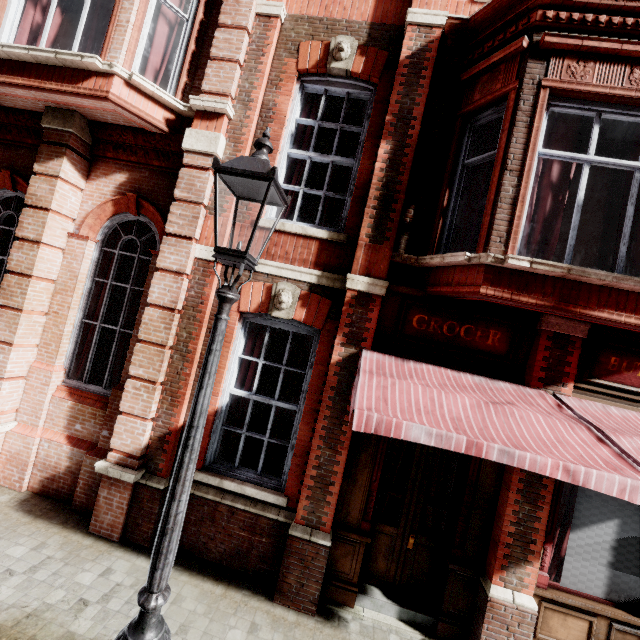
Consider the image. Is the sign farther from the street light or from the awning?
the street light

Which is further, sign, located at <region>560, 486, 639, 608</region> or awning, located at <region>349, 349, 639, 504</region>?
sign, located at <region>560, 486, 639, 608</region>

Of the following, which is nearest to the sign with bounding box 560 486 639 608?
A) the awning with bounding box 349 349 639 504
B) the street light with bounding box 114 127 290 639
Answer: the awning with bounding box 349 349 639 504

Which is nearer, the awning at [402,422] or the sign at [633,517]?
the awning at [402,422]

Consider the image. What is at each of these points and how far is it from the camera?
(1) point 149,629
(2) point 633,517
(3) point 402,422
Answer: (1) street light, 2.1m
(2) sign, 4.2m
(3) awning, 2.7m

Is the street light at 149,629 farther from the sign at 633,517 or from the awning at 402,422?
the sign at 633,517

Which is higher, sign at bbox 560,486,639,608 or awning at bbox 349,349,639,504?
awning at bbox 349,349,639,504
